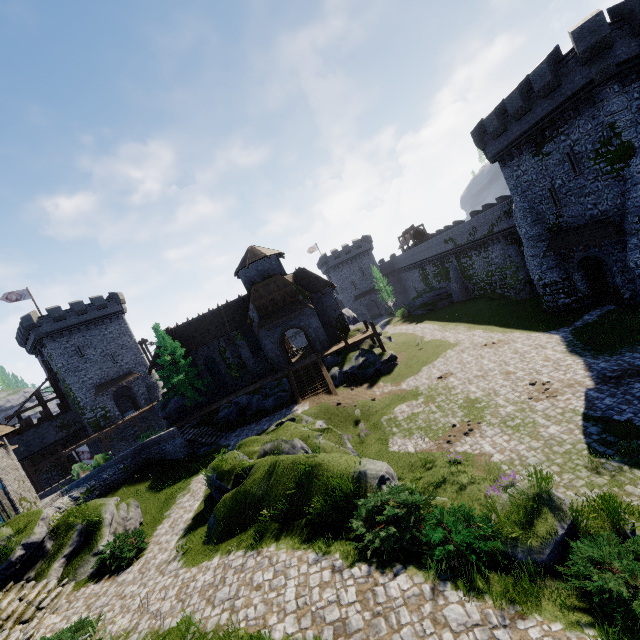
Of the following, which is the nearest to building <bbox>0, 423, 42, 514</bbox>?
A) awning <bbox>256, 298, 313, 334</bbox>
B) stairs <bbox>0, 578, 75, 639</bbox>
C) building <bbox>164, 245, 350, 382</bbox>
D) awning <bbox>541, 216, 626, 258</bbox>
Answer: stairs <bbox>0, 578, 75, 639</bbox>

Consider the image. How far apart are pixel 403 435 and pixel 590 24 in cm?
2436

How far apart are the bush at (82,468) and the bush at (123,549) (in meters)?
19.61

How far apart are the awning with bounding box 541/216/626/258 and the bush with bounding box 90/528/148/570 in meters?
30.2

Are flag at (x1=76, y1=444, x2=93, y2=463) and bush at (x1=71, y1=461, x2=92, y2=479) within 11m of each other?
yes

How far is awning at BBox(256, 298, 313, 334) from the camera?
31.8m

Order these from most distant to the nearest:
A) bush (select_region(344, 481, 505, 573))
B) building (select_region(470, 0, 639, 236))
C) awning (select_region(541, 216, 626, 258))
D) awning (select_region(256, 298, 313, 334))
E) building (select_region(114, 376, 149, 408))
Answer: building (select_region(114, 376, 149, 408))
awning (select_region(256, 298, 313, 334))
awning (select_region(541, 216, 626, 258))
building (select_region(470, 0, 639, 236))
bush (select_region(344, 481, 505, 573))

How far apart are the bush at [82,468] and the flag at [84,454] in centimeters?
918cm
